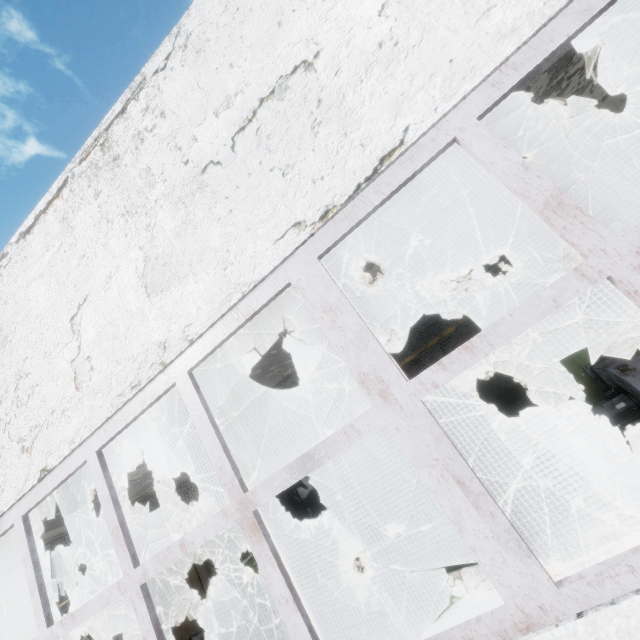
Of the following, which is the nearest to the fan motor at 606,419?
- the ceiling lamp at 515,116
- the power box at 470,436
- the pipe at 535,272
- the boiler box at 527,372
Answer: the boiler box at 527,372

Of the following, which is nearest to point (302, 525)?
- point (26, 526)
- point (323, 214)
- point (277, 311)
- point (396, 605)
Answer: point (396, 605)

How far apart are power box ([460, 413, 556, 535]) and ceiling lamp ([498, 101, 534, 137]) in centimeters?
594cm

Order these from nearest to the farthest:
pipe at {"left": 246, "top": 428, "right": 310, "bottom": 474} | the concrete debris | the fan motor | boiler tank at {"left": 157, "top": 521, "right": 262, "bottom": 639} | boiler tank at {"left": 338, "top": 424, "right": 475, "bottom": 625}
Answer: boiler tank at {"left": 338, "top": 424, "right": 475, "bottom": 625} < the fan motor < pipe at {"left": 246, "top": 428, "right": 310, "bottom": 474} < boiler tank at {"left": 157, "top": 521, "right": 262, "bottom": 639} < the concrete debris

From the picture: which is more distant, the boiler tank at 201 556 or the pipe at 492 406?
the pipe at 492 406

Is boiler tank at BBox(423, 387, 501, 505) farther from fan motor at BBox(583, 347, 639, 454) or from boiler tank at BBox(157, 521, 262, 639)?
boiler tank at BBox(157, 521, 262, 639)

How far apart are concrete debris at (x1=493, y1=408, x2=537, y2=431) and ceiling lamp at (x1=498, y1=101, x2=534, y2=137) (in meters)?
13.25

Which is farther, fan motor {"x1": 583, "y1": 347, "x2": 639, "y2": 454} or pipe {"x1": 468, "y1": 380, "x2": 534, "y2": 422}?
pipe {"x1": 468, "y1": 380, "x2": 534, "y2": 422}
